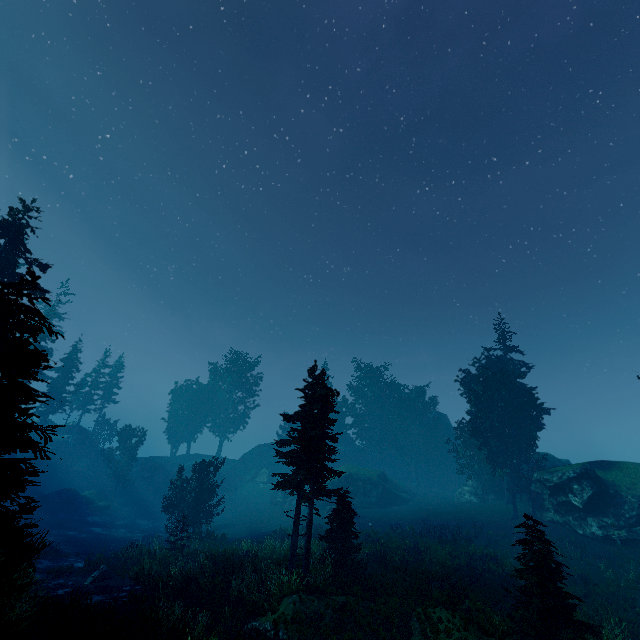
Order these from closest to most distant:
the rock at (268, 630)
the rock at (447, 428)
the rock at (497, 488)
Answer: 1. the rock at (268, 630)
2. the rock at (497, 488)
3. the rock at (447, 428)

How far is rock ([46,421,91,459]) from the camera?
49.78m

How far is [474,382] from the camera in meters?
39.0 m

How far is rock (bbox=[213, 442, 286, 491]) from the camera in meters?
48.8

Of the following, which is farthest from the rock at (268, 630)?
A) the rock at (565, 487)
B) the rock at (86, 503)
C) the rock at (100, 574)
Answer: the rock at (86, 503)

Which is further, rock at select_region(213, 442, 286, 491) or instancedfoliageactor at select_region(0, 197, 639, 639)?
rock at select_region(213, 442, 286, 491)

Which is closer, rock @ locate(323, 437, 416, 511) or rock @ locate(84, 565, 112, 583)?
rock @ locate(84, 565, 112, 583)

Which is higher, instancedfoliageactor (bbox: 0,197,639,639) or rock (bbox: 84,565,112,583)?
instancedfoliageactor (bbox: 0,197,639,639)
